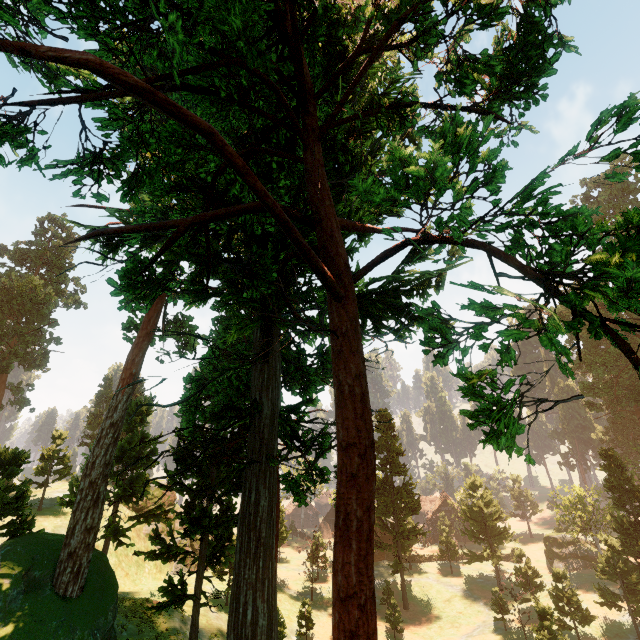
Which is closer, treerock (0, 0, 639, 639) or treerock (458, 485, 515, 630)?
treerock (0, 0, 639, 639)

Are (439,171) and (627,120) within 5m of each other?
yes

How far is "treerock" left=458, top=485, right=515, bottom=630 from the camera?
33.8m

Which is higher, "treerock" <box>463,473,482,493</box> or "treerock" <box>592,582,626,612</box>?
"treerock" <box>463,473,482,493</box>

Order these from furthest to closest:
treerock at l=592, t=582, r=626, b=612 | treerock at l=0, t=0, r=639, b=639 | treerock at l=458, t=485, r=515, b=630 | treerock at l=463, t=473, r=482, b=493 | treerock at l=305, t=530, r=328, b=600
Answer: treerock at l=463, t=473, r=482, b=493
treerock at l=305, t=530, r=328, b=600
treerock at l=458, t=485, r=515, b=630
treerock at l=592, t=582, r=626, b=612
treerock at l=0, t=0, r=639, b=639

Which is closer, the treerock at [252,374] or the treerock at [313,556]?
the treerock at [252,374]

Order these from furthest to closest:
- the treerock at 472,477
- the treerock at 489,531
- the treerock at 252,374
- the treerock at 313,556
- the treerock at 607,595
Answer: the treerock at 472,477 → the treerock at 313,556 → the treerock at 489,531 → the treerock at 607,595 → the treerock at 252,374
